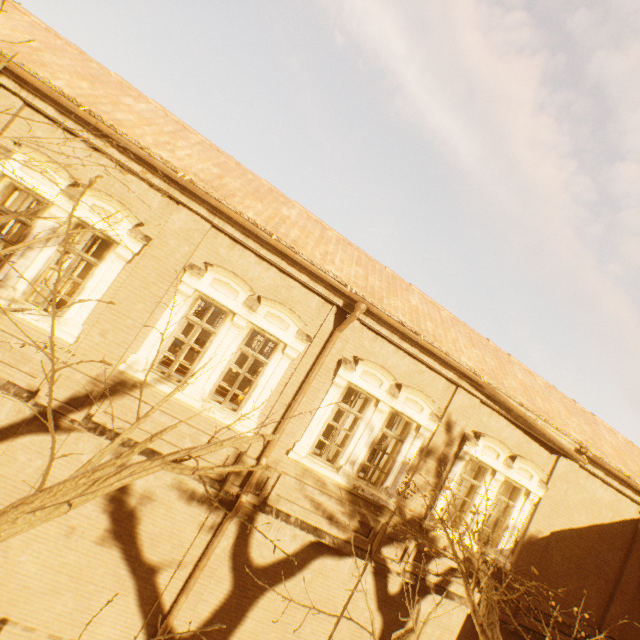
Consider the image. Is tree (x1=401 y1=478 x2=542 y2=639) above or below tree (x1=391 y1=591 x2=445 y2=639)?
below

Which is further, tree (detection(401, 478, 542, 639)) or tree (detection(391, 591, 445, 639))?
tree (detection(401, 478, 542, 639))

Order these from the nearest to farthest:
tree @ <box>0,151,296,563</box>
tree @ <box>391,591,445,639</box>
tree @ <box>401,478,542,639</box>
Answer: tree @ <box>0,151,296,563</box>
tree @ <box>391,591,445,639</box>
tree @ <box>401,478,542,639</box>

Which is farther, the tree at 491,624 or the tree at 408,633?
the tree at 491,624

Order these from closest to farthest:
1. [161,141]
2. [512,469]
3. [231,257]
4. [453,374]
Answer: [161,141]
[231,257]
[453,374]
[512,469]

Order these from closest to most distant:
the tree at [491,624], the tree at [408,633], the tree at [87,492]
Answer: the tree at [87,492]
the tree at [408,633]
the tree at [491,624]
